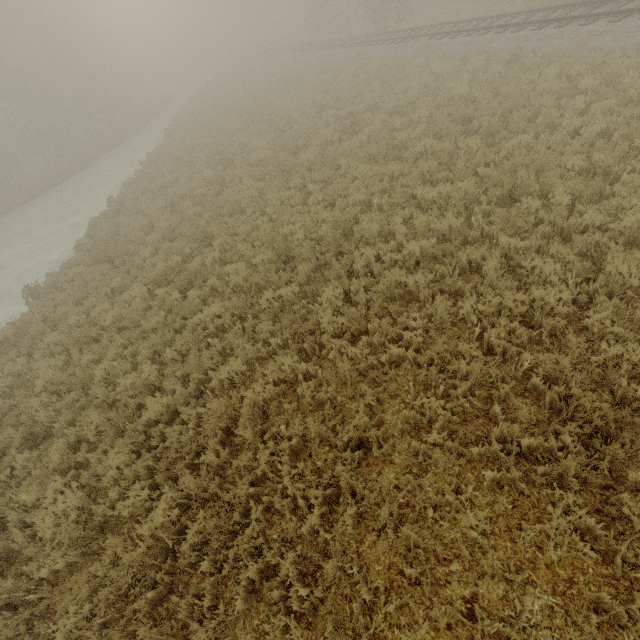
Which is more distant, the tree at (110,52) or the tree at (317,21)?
the tree at (110,52)

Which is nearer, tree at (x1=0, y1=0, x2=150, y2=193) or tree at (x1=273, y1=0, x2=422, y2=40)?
tree at (x1=273, y1=0, x2=422, y2=40)

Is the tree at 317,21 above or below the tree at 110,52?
below

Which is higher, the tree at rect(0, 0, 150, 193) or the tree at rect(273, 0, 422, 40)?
the tree at rect(0, 0, 150, 193)

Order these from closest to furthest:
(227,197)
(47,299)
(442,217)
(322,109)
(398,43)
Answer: (442,217) → (47,299) → (227,197) → (322,109) → (398,43)
